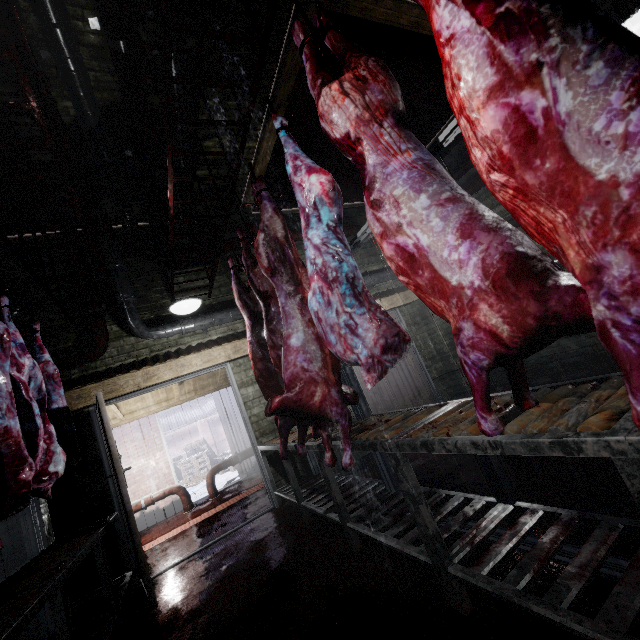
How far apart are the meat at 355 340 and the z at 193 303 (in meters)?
0.36

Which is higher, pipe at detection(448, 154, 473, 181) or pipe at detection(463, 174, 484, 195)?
pipe at detection(448, 154, 473, 181)

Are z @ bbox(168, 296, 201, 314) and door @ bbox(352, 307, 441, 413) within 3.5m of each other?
yes

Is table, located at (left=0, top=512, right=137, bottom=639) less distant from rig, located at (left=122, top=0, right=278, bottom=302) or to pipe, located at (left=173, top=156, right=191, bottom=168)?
pipe, located at (left=173, top=156, right=191, bottom=168)

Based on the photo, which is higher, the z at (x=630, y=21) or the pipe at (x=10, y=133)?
the pipe at (x=10, y=133)

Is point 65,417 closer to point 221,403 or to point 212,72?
point 212,72

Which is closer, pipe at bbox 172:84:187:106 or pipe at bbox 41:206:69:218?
pipe at bbox 172:84:187:106

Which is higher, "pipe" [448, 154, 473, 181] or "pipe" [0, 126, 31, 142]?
"pipe" [0, 126, 31, 142]
